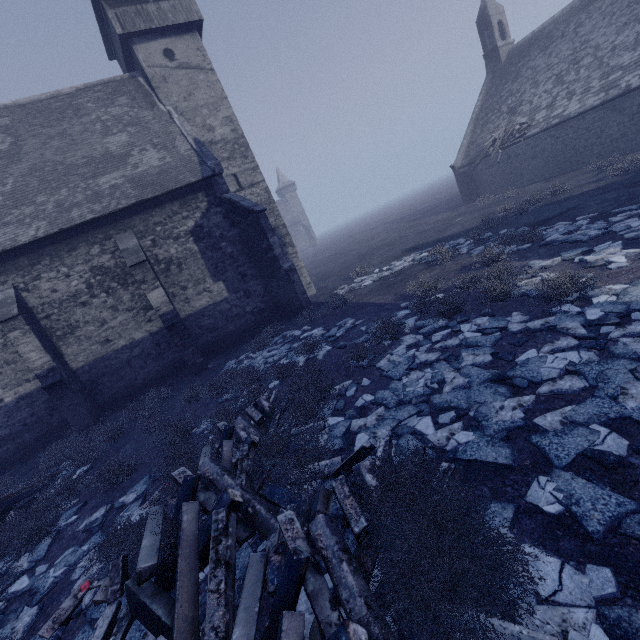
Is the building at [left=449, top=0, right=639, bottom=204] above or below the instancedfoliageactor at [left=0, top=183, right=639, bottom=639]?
above

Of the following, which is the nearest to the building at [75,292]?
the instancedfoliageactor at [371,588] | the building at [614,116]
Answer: the instancedfoliageactor at [371,588]

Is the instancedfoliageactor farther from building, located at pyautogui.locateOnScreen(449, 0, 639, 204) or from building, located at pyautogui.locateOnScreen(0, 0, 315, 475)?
building, located at pyautogui.locateOnScreen(449, 0, 639, 204)

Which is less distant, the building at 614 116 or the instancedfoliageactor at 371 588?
the instancedfoliageactor at 371 588

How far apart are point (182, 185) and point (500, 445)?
13.6 meters

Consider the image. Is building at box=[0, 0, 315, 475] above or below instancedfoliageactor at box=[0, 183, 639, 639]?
above

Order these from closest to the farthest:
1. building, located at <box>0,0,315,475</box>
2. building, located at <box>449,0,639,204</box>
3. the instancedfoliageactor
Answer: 1. the instancedfoliageactor
2. building, located at <box>0,0,315,475</box>
3. building, located at <box>449,0,639,204</box>
